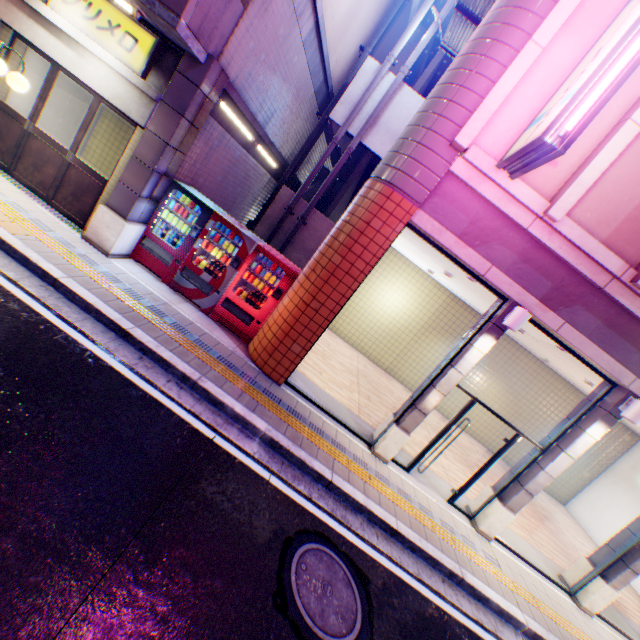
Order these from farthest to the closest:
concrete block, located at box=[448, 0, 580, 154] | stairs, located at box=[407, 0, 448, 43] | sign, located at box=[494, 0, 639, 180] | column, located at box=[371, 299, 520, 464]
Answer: stairs, located at box=[407, 0, 448, 43] → column, located at box=[371, 299, 520, 464] → concrete block, located at box=[448, 0, 580, 154] → sign, located at box=[494, 0, 639, 180]

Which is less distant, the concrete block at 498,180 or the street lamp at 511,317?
the concrete block at 498,180

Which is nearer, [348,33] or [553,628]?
[553,628]

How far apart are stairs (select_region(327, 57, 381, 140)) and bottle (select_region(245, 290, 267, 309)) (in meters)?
6.53

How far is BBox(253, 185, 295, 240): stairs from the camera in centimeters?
1093cm

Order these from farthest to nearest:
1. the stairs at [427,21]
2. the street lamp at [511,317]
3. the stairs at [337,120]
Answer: the stairs at [427,21] < the stairs at [337,120] < the street lamp at [511,317]

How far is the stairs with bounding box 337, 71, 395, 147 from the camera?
9.99m
